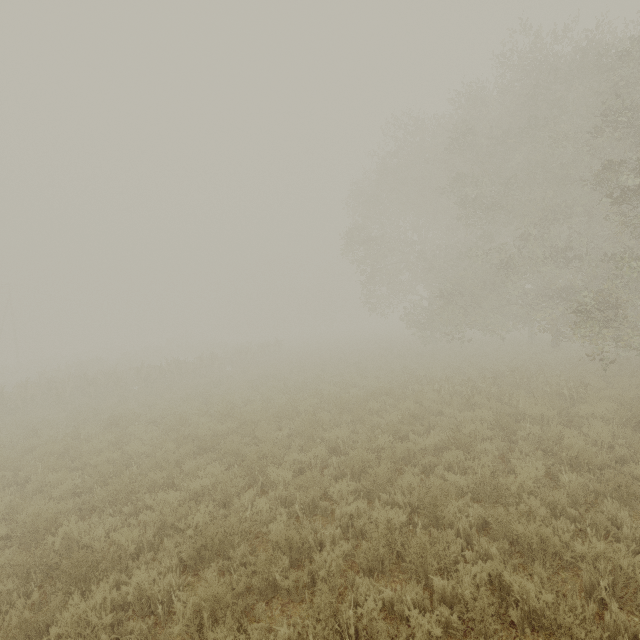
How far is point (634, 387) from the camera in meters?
10.2
